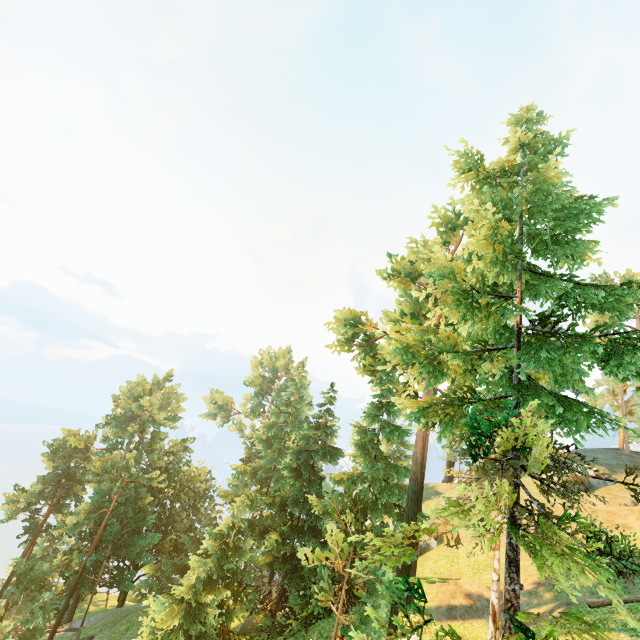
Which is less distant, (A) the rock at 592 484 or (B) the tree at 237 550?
(B) the tree at 237 550

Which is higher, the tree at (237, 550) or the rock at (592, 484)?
the rock at (592, 484)

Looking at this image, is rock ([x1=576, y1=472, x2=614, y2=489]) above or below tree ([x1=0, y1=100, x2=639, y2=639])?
above

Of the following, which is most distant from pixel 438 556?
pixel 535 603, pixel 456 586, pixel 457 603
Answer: pixel 535 603

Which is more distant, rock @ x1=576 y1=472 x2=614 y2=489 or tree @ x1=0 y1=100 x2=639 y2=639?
rock @ x1=576 y1=472 x2=614 y2=489

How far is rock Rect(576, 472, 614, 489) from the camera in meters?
27.3 m
